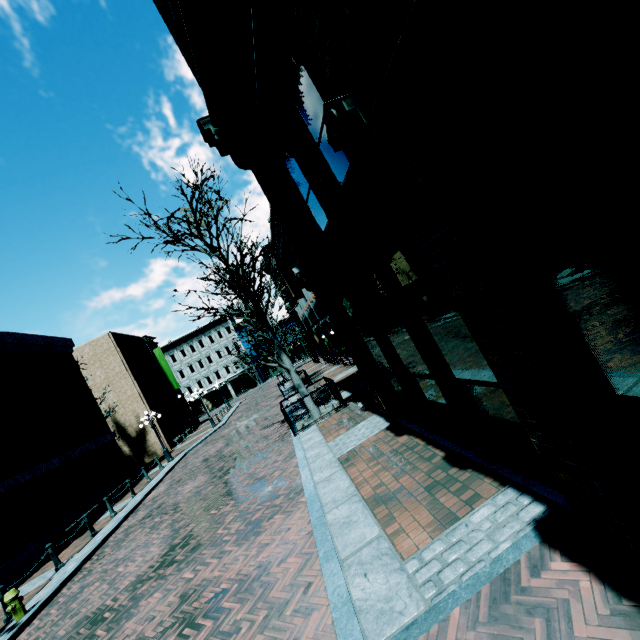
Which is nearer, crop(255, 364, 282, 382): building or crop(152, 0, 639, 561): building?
crop(152, 0, 639, 561): building

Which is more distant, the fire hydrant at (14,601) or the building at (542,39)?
the fire hydrant at (14,601)

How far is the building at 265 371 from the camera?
54.5 meters

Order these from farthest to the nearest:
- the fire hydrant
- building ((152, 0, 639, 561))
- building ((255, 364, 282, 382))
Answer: building ((255, 364, 282, 382)), the fire hydrant, building ((152, 0, 639, 561))

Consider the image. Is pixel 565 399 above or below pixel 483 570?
above

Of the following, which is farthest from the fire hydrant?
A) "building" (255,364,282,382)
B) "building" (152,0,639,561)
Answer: "building" (255,364,282,382)

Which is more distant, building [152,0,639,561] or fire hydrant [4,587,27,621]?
fire hydrant [4,587,27,621]

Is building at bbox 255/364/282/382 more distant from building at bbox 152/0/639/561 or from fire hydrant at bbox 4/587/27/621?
fire hydrant at bbox 4/587/27/621
